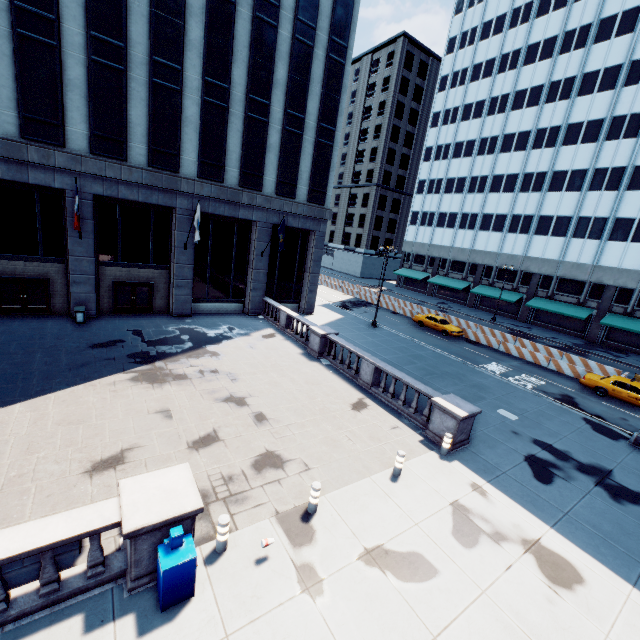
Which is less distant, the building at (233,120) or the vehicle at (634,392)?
the building at (233,120)

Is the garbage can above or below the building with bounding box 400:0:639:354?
below

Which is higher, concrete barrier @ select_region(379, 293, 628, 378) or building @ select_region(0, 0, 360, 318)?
building @ select_region(0, 0, 360, 318)

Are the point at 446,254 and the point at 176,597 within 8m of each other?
no

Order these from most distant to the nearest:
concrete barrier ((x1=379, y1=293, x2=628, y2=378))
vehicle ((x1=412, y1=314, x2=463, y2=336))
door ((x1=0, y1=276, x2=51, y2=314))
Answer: vehicle ((x1=412, y1=314, x2=463, y2=336)) → concrete barrier ((x1=379, y1=293, x2=628, y2=378)) → door ((x1=0, y1=276, x2=51, y2=314))

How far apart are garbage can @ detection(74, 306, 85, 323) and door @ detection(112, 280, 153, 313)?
2.1 meters

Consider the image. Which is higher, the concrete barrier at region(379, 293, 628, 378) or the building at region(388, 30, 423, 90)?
the building at region(388, 30, 423, 90)

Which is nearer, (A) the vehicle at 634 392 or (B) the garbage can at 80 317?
(B) the garbage can at 80 317
